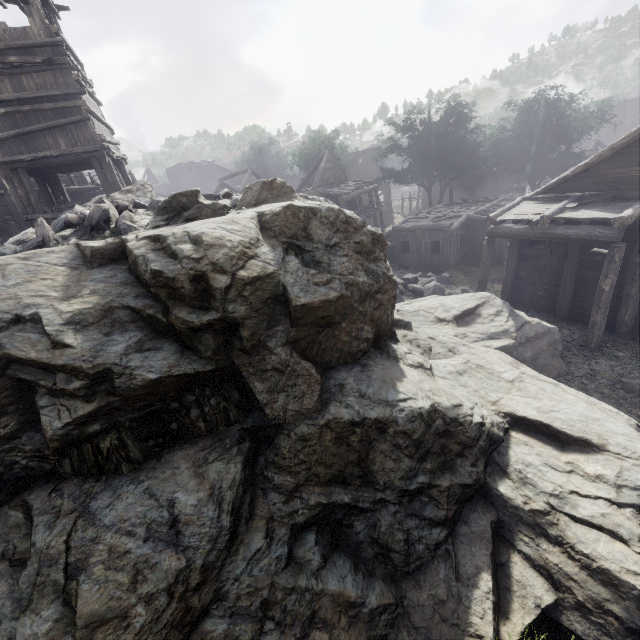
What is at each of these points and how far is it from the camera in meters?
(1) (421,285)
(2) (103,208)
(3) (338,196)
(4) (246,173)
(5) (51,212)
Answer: (1) rubble, 16.3 m
(2) rubble, 7.2 m
(3) building, 31.8 m
(4) building, 54.7 m
(5) building, 12.8 m

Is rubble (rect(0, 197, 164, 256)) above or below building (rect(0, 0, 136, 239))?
below

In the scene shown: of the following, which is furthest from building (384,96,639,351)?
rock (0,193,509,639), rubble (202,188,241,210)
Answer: rubble (202,188,241,210)

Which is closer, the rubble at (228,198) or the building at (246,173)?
the rubble at (228,198)

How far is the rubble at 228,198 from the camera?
9.1 meters

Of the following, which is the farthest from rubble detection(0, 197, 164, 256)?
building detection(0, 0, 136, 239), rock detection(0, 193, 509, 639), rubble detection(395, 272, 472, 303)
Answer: rubble detection(395, 272, 472, 303)

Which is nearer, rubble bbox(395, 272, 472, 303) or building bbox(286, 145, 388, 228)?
rubble bbox(395, 272, 472, 303)

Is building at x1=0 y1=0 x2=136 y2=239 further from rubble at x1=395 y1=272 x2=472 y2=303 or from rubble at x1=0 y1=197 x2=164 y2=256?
rubble at x1=0 y1=197 x2=164 y2=256
